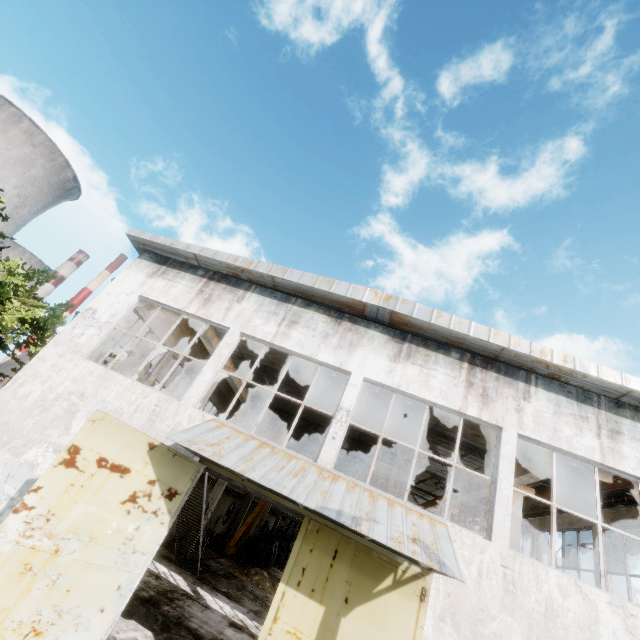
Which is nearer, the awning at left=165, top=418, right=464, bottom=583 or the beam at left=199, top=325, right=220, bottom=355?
the awning at left=165, top=418, right=464, bottom=583

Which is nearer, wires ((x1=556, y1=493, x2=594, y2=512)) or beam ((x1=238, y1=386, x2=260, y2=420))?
wires ((x1=556, y1=493, x2=594, y2=512))

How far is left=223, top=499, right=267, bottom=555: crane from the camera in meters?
22.5 m

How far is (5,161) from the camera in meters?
59.9

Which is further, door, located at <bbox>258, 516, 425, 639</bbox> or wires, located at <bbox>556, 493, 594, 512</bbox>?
wires, located at <bbox>556, 493, 594, 512</bbox>

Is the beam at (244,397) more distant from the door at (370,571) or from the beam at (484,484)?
the beam at (484,484)

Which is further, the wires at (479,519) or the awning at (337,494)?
the wires at (479,519)

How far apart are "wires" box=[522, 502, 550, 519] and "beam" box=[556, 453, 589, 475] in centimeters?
244cm
